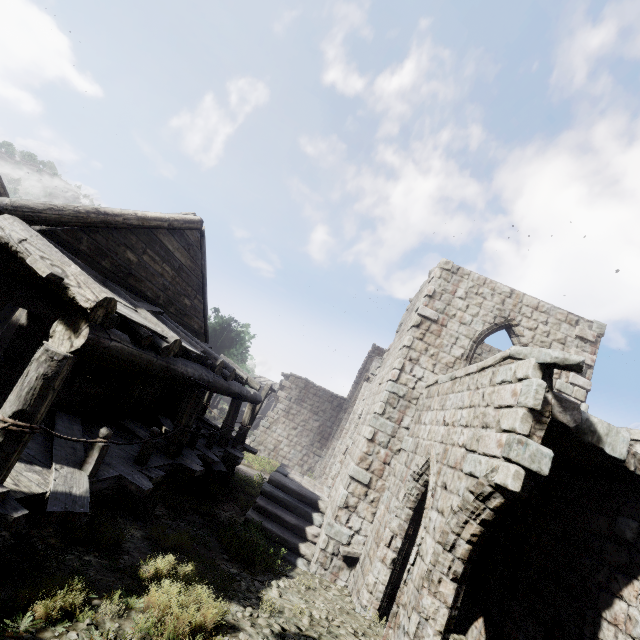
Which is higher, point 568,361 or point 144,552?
point 568,361
